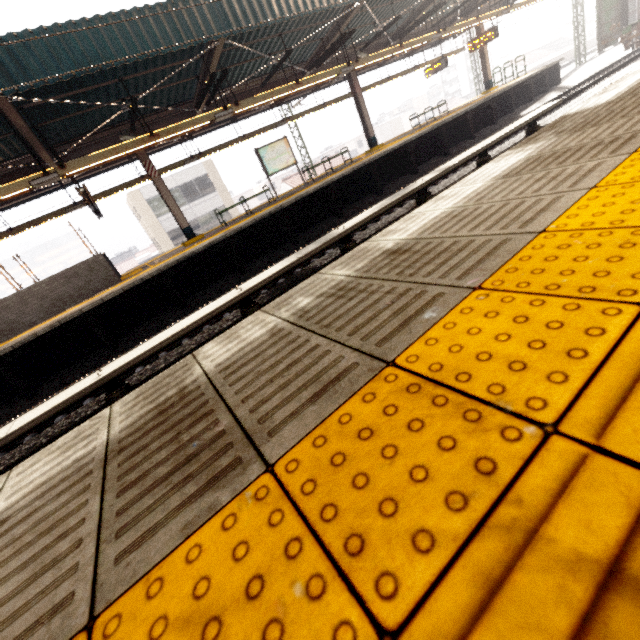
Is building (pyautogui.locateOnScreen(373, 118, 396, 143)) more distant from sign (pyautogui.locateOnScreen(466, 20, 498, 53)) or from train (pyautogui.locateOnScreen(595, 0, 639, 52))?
sign (pyautogui.locateOnScreen(466, 20, 498, 53))

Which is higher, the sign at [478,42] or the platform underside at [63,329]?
the sign at [478,42]

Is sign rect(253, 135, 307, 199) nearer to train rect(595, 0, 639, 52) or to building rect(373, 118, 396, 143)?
train rect(595, 0, 639, 52)

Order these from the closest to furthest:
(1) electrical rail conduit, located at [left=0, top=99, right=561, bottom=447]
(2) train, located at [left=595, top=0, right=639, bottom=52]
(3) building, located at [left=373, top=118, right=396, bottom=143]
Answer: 1. (1) electrical rail conduit, located at [left=0, top=99, right=561, bottom=447]
2. (2) train, located at [left=595, top=0, right=639, bottom=52]
3. (3) building, located at [left=373, top=118, right=396, bottom=143]

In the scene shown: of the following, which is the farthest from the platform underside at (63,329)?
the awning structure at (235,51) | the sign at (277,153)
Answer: the sign at (277,153)

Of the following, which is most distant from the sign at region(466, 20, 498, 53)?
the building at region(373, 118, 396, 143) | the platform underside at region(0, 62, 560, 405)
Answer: the building at region(373, 118, 396, 143)

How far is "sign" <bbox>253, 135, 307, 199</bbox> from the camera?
12.9 meters

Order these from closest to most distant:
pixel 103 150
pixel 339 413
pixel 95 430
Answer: pixel 339 413
pixel 95 430
pixel 103 150
